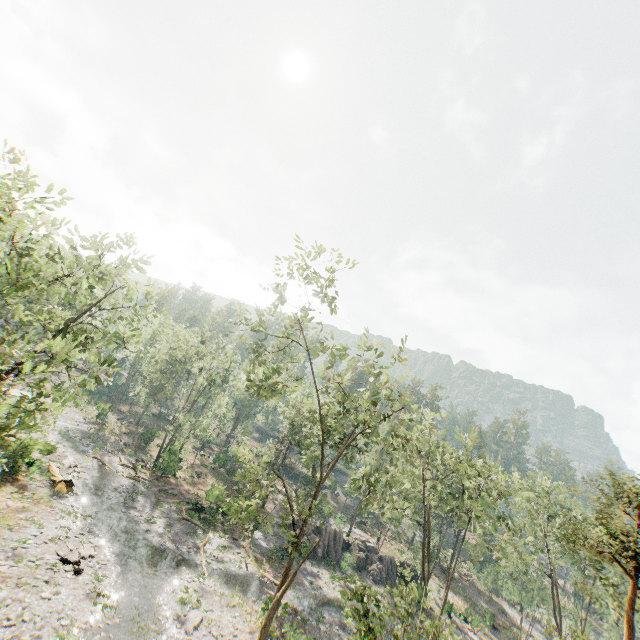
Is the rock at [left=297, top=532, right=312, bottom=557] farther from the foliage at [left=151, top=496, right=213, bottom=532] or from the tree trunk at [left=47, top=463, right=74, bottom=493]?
the tree trunk at [left=47, top=463, right=74, bottom=493]

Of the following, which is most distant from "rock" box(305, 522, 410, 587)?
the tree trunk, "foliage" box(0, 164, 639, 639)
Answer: the tree trunk

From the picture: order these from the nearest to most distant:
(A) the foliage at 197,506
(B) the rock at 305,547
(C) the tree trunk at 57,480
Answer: (C) the tree trunk at 57,480, (A) the foliage at 197,506, (B) the rock at 305,547

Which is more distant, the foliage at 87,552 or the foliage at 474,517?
the foliage at 87,552

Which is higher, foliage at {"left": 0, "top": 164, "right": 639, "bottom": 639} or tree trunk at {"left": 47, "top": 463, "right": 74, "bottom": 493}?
foliage at {"left": 0, "top": 164, "right": 639, "bottom": 639}

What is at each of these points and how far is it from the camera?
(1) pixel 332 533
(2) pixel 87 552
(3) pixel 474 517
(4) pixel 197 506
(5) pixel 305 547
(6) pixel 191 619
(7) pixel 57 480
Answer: (1) rock, 40.5 meters
(2) foliage, 21.8 meters
(3) foliage, 29.5 meters
(4) foliage, 34.8 meters
(5) rock, 35.3 meters
(6) rock, 20.3 meters
(7) tree trunk, 27.5 meters

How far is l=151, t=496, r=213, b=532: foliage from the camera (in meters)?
32.38

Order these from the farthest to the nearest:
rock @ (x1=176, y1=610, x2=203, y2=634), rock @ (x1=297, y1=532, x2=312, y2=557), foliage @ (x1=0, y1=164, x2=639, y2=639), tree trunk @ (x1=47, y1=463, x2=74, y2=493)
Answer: rock @ (x1=297, y1=532, x2=312, y2=557) → tree trunk @ (x1=47, y1=463, x2=74, y2=493) → rock @ (x1=176, y1=610, x2=203, y2=634) → foliage @ (x1=0, y1=164, x2=639, y2=639)
